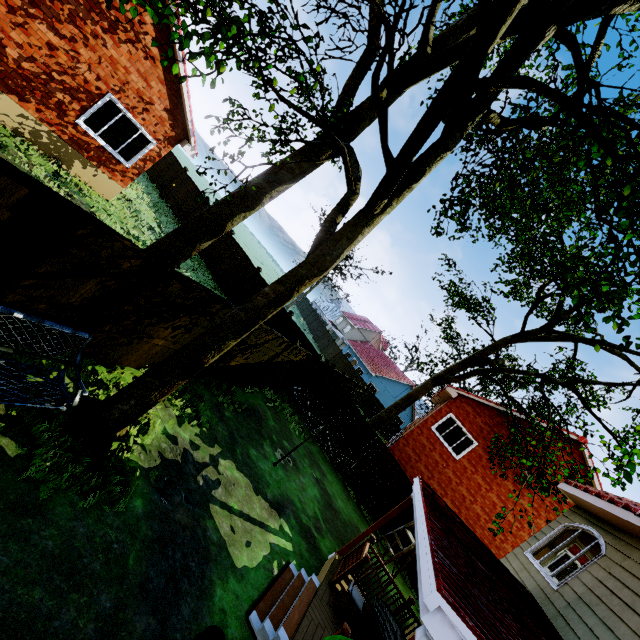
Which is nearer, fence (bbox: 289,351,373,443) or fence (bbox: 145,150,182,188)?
fence (bbox: 289,351,373,443)

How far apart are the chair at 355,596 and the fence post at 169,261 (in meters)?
6.71

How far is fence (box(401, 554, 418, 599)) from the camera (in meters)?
11.92

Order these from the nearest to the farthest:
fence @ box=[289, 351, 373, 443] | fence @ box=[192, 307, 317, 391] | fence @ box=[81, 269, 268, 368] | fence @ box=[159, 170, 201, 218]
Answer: fence @ box=[81, 269, 268, 368]
fence @ box=[192, 307, 317, 391]
fence @ box=[289, 351, 373, 443]
fence @ box=[159, 170, 201, 218]

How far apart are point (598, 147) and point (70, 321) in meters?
7.7

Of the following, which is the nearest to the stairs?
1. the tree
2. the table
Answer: the table

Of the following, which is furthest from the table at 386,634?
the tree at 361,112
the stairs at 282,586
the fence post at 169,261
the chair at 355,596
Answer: the tree at 361,112
